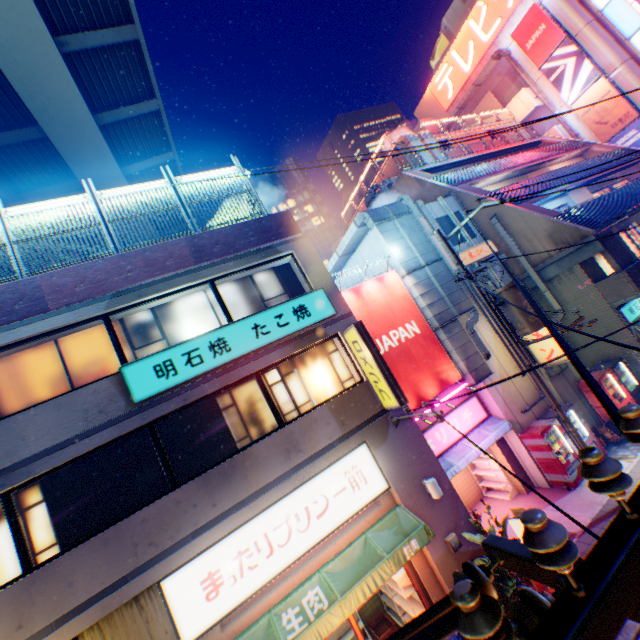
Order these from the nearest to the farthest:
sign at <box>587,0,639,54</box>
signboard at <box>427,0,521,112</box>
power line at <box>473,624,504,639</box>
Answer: power line at <box>473,624,504,639</box> → sign at <box>587,0,639,54</box> → signboard at <box>427,0,521,112</box>

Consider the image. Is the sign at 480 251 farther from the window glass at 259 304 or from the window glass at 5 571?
the window glass at 5 571

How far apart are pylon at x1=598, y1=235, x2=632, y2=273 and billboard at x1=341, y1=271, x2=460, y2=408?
8.2m

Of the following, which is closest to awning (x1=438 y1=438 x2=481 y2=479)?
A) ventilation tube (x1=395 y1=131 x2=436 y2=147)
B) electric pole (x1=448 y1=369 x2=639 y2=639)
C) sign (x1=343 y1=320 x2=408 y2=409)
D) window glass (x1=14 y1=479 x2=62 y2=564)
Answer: sign (x1=343 y1=320 x2=408 y2=409)

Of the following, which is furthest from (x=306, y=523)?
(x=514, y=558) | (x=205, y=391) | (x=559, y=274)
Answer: (x=559, y=274)

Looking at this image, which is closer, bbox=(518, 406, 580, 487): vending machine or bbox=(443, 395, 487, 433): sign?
bbox=(518, 406, 580, 487): vending machine

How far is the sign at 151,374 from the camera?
7.63m

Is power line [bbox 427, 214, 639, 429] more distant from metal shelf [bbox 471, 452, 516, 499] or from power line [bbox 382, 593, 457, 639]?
metal shelf [bbox 471, 452, 516, 499]
